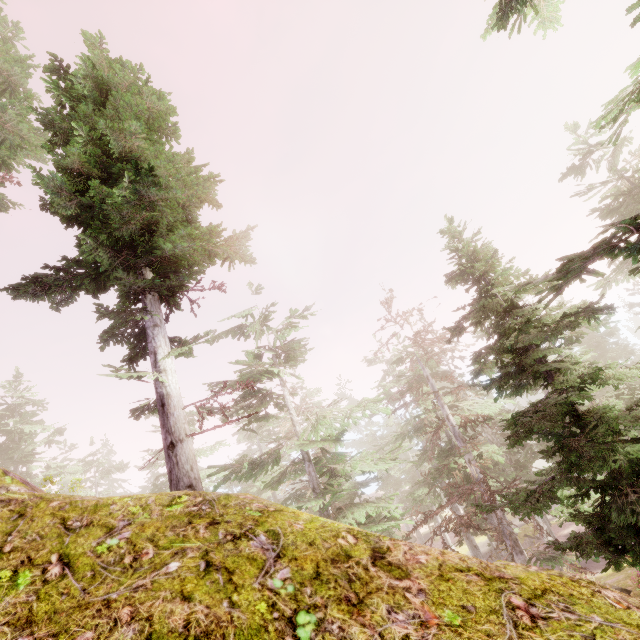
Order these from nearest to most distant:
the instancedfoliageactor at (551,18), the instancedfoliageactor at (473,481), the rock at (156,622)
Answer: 1. the rock at (156,622)
2. the instancedfoliageactor at (473,481)
3. the instancedfoliageactor at (551,18)

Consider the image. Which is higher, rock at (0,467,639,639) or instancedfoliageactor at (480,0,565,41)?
instancedfoliageactor at (480,0,565,41)

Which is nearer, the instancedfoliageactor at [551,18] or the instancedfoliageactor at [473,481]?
the instancedfoliageactor at [473,481]

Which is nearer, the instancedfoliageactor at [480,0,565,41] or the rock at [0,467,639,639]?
the rock at [0,467,639,639]

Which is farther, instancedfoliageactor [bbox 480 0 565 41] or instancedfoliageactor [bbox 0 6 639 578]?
instancedfoliageactor [bbox 480 0 565 41]

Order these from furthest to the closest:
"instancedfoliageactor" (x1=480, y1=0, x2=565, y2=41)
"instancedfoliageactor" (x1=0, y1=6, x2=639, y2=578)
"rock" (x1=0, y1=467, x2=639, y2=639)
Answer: "instancedfoliageactor" (x1=480, y1=0, x2=565, y2=41), "instancedfoliageactor" (x1=0, y1=6, x2=639, y2=578), "rock" (x1=0, y1=467, x2=639, y2=639)

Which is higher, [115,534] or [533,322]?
[533,322]
